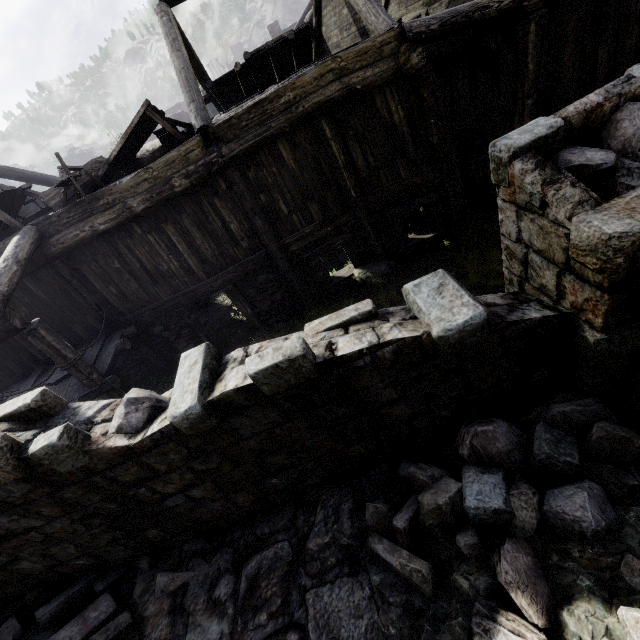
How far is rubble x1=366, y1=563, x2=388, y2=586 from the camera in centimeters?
319cm

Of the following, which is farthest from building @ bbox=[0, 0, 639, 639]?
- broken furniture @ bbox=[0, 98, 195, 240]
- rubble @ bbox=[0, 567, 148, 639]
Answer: broken furniture @ bbox=[0, 98, 195, 240]

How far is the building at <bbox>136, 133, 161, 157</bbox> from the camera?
12.23m

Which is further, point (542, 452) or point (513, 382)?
point (513, 382)

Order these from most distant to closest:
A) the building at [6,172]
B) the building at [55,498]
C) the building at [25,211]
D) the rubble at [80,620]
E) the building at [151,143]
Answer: the building at [25,211] < the building at [151,143] < the building at [6,172] < the rubble at [80,620] < the building at [55,498]

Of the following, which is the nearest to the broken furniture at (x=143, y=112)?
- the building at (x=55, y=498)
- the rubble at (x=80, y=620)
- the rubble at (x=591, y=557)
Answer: the building at (x=55, y=498)

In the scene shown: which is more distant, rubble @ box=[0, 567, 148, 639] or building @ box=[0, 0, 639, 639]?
rubble @ box=[0, 567, 148, 639]
